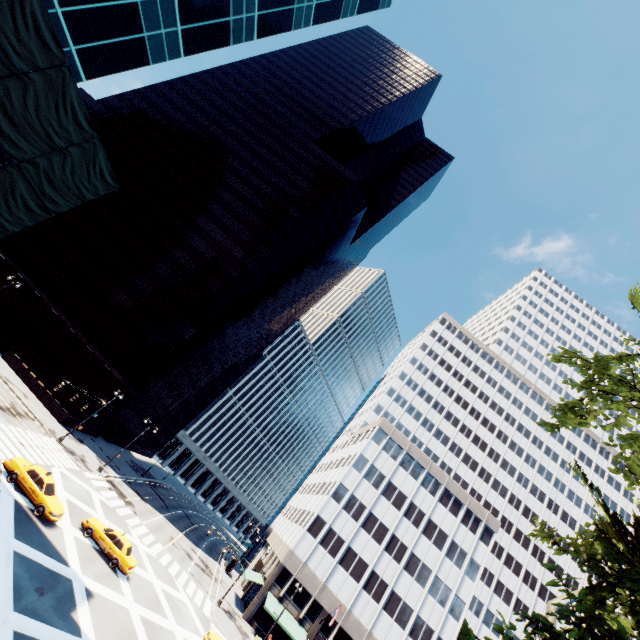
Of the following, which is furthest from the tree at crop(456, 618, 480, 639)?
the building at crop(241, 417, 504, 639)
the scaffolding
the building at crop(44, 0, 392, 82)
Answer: the building at crop(44, 0, 392, 82)

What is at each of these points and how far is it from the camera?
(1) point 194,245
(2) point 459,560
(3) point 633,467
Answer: (1) building, 57.25m
(2) building, 48.09m
(3) tree, 10.71m

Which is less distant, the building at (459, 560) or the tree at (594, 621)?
the tree at (594, 621)

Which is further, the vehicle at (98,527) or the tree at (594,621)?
the vehicle at (98,527)

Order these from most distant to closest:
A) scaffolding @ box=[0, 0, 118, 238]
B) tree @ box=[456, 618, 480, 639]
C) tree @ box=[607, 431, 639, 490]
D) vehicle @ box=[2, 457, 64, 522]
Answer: vehicle @ box=[2, 457, 64, 522] < scaffolding @ box=[0, 0, 118, 238] < tree @ box=[607, 431, 639, 490] < tree @ box=[456, 618, 480, 639]

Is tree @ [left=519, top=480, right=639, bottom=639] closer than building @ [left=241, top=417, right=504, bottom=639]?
Yes

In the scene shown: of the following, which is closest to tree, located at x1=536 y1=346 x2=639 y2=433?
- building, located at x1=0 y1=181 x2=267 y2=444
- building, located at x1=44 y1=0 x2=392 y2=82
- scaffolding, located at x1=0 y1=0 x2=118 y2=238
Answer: scaffolding, located at x1=0 y1=0 x2=118 y2=238

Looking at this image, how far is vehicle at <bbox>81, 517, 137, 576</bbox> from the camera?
23.42m
